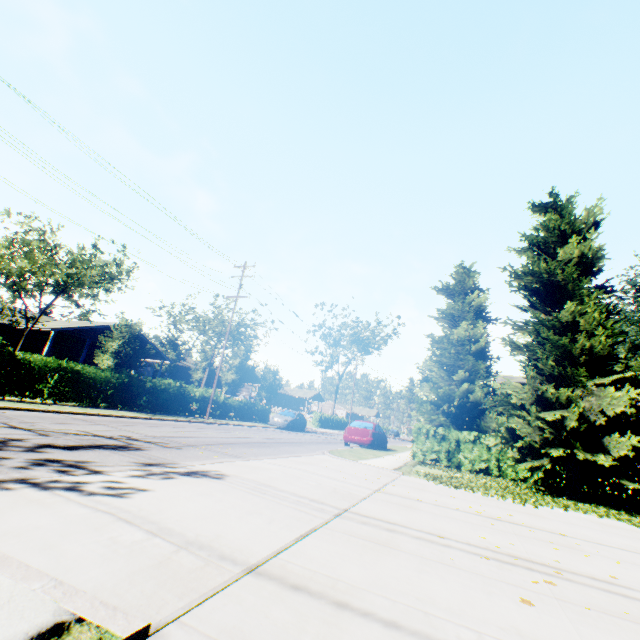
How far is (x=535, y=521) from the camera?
6.6m

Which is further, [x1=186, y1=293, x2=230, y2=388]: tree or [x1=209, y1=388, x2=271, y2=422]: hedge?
[x1=186, y1=293, x2=230, y2=388]: tree

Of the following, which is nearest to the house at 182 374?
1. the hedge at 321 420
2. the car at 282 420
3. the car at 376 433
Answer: the hedge at 321 420

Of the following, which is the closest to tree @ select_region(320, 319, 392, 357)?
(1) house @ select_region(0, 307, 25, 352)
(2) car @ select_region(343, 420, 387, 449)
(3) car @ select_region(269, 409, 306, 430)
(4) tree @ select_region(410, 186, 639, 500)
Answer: (1) house @ select_region(0, 307, 25, 352)

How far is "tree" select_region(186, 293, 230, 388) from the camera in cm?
2808

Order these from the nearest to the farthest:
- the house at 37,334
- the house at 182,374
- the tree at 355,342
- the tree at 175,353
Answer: the house at 37,334, the tree at 175,353, the house at 182,374, the tree at 355,342

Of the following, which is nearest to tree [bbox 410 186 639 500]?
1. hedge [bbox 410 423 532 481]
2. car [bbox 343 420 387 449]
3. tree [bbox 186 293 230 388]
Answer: hedge [bbox 410 423 532 481]

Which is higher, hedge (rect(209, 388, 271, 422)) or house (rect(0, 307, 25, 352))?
house (rect(0, 307, 25, 352))
